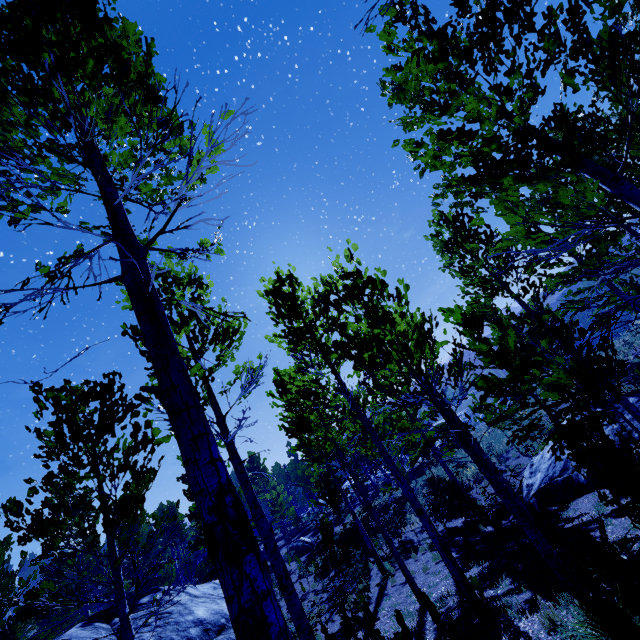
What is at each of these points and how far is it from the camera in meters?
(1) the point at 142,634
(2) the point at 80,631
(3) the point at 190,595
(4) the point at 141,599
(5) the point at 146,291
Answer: (1) rock, 8.3 m
(2) rock, 8.7 m
(3) rock, 10.7 m
(4) rock, 10.6 m
(5) instancedfoliageactor, 2.3 m

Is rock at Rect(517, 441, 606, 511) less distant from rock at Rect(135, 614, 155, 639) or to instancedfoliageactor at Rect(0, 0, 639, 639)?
instancedfoliageactor at Rect(0, 0, 639, 639)

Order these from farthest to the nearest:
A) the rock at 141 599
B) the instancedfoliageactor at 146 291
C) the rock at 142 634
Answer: the rock at 141 599, the rock at 142 634, the instancedfoliageactor at 146 291

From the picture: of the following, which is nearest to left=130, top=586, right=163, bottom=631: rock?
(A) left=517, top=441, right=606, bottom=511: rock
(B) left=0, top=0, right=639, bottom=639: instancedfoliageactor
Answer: (B) left=0, top=0, right=639, bottom=639: instancedfoliageactor

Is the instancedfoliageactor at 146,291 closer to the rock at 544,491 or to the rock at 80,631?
the rock at 544,491

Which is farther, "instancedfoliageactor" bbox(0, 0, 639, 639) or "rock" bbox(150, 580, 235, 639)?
"rock" bbox(150, 580, 235, 639)
